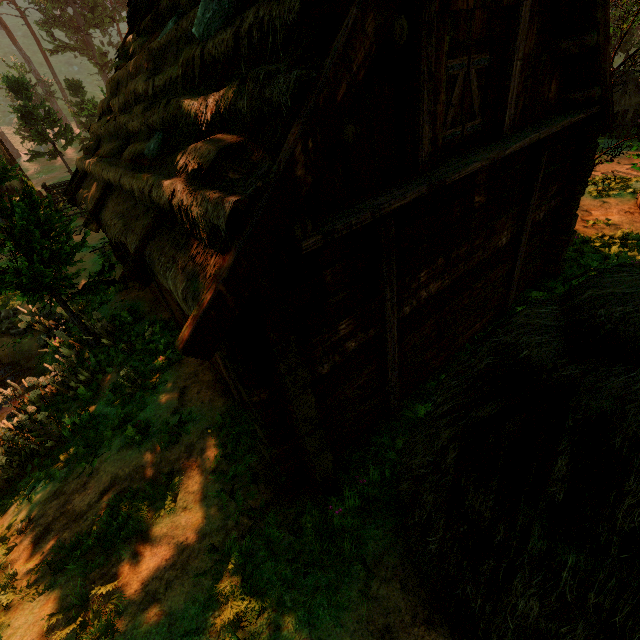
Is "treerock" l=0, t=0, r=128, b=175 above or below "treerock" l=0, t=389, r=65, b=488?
above

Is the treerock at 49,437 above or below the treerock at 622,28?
below

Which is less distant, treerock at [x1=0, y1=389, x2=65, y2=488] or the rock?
treerock at [x1=0, y1=389, x2=65, y2=488]

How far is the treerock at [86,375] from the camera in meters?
8.5 m

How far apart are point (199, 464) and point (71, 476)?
2.9m

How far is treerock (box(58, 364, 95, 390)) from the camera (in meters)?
8.52

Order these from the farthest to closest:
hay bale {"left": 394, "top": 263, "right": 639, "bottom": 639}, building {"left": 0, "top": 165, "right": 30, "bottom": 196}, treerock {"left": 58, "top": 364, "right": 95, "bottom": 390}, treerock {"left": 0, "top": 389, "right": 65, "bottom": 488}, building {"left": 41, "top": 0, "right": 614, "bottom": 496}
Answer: building {"left": 0, "top": 165, "right": 30, "bottom": 196}, treerock {"left": 58, "top": 364, "right": 95, "bottom": 390}, treerock {"left": 0, "top": 389, "right": 65, "bottom": 488}, building {"left": 41, "top": 0, "right": 614, "bottom": 496}, hay bale {"left": 394, "top": 263, "right": 639, "bottom": 639}

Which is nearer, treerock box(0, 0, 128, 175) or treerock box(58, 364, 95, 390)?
treerock box(58, 364, 95, 390)
